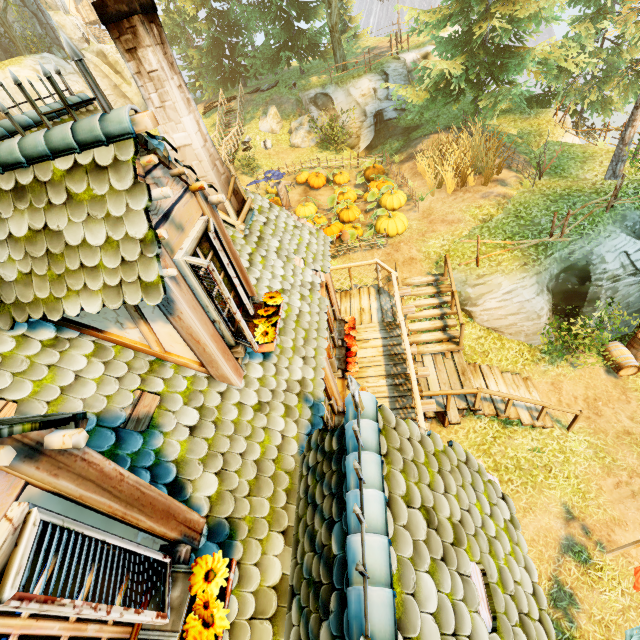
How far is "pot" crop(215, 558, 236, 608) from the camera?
2.1m

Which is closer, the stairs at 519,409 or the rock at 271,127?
the stairs at 519,409

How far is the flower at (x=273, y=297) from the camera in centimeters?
396cm

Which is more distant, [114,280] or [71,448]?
[114,280]

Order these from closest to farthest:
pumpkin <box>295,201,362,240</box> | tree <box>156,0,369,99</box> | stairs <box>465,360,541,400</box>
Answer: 1. stairs <box>465,360,541,400</box>
2. pumpkin <box>295,201,362,240</box>
3. tree <box>156,0,369,99</box>

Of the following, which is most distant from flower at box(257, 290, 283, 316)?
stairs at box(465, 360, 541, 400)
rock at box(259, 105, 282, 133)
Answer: rock at box(259, 105, 282, 133)

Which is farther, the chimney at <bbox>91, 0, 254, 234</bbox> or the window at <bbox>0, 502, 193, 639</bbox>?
the chimney at <bbox>91, 0, 254, 234</bbox>

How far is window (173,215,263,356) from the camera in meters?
3.0
